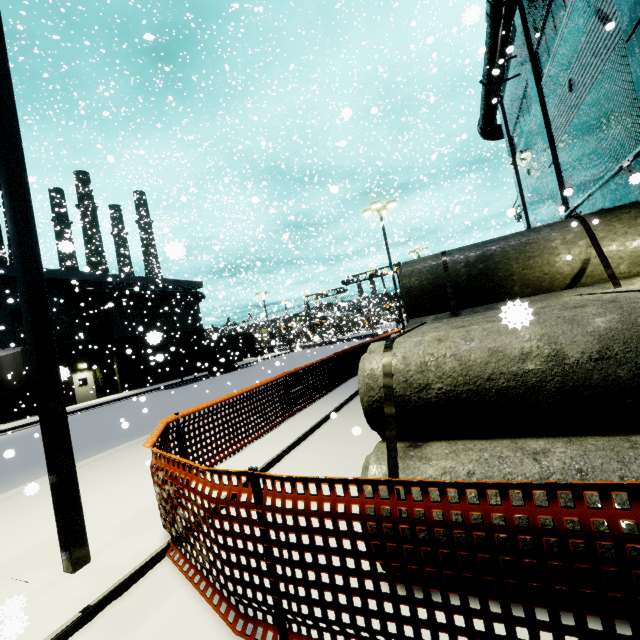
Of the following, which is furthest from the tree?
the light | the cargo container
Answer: the light

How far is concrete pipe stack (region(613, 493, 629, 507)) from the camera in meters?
1.9 m

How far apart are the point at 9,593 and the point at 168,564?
1.5 meters

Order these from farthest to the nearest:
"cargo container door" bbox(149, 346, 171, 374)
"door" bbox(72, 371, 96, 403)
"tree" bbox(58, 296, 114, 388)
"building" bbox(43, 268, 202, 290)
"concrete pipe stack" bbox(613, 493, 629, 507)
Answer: "tree" bbox(58, 296, 114, 388) < "door" bbox(72, 371, 96, 403) < "building" bbox(43, 268, 202, 290) < "cargo container door" bbox(149, 346, 171, 374) < "concrete pipe stack" bbox(613, 493, 629, 507)

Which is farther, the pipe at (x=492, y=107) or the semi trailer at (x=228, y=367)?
the semi trailer at (x=228, y=367)

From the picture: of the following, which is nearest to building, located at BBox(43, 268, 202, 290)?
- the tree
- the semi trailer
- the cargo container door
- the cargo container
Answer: the tree

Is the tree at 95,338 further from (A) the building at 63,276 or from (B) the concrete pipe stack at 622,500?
(B) the concrete pipe stack at 622,500

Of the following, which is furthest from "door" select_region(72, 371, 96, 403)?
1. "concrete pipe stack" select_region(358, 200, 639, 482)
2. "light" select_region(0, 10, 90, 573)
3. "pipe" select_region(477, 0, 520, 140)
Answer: "light" select_region(0, 10, 90, 573)
